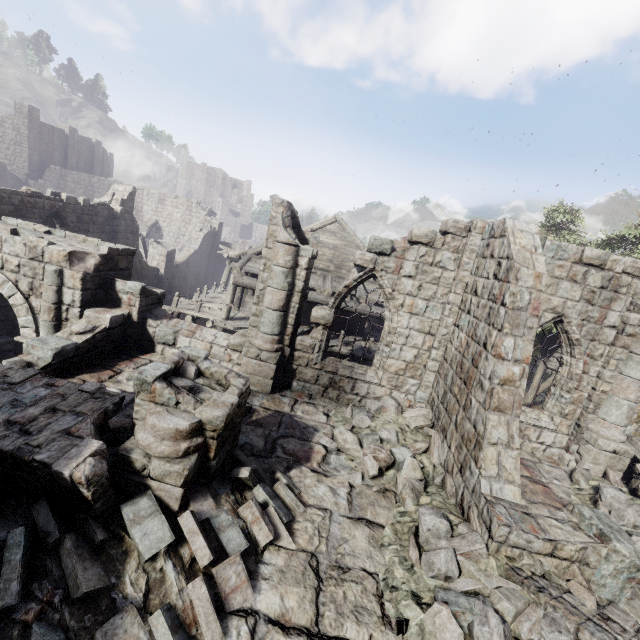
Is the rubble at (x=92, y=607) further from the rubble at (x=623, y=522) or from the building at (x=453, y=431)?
the rubble at (x=623, y=522)

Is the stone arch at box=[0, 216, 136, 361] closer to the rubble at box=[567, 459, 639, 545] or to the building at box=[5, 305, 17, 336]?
the building at box=[5, 305, 17, 336]

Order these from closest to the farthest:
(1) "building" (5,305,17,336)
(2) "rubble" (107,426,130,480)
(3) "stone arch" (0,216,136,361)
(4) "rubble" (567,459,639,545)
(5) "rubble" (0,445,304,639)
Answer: (5) "rubble" (0,445,304,639)
(2) "rubble" (107,426,130,480)
(4) "rubble" (567,459,639,545)
(3) "stone arch" (0,216,136,361)
(1) "building" (5,305,17,336)

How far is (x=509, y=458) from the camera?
5.8 meters

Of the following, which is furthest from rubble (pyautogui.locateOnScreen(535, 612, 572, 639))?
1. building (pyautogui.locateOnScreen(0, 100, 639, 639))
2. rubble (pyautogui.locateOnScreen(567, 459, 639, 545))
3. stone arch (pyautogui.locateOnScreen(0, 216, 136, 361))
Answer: stone arch (pyautogui.locateOnScreen(0, 216, 136, 361))

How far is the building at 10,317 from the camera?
12.8m

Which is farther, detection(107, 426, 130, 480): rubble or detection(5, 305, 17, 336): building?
detection(5, 305, 17, 336): building

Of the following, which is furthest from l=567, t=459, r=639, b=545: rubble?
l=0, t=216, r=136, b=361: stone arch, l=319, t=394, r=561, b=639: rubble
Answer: l=0, t=216, r=136, b=361: stone arch
